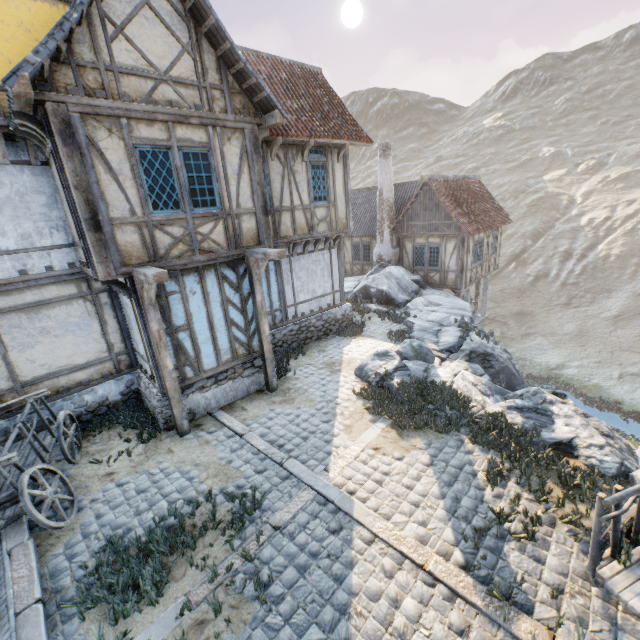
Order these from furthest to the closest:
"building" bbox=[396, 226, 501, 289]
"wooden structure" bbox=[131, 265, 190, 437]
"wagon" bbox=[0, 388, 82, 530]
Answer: "building" bbox=[396, 226, 501, 289], "wooden structure" bbox=[131, 265, 190, 437], "wagon" bbox=[0, 388, 82, 530]

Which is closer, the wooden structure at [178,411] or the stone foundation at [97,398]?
the wooden structure at [178,411]

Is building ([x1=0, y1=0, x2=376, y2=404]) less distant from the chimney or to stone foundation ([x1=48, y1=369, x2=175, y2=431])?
stone foundation ([x1=48, y1=369, x2=175, y2=431])

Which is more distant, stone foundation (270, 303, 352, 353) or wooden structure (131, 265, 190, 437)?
stone foundation (270, 303, 352, 353)

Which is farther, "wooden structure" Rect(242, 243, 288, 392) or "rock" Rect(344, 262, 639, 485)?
"wooden structure" Rect(242, 243, 288, 392)

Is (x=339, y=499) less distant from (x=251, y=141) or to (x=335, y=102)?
(x=251, y=141)

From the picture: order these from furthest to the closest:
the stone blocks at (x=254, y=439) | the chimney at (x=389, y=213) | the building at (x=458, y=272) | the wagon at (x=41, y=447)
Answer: the chimney at (x=389, y=213) < the building at (x=458, y=272) < the wagon at (x=41, y=447) < the stone blocks at (x=254, y=439)

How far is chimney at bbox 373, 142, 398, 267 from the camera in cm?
1830
